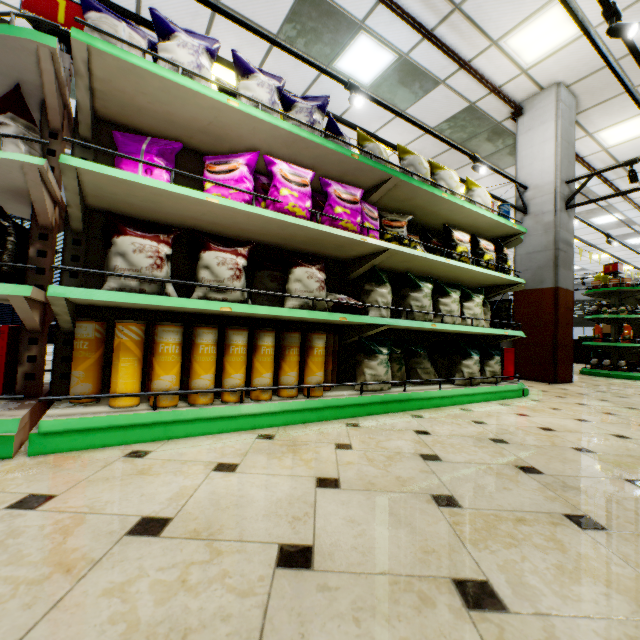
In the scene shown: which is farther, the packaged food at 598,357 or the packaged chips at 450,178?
the packaged food at 598,357

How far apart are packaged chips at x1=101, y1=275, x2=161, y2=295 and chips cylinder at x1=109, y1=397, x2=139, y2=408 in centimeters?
19cm

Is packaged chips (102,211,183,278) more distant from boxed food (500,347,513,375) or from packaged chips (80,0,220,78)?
boxed food (500,347,513,375)

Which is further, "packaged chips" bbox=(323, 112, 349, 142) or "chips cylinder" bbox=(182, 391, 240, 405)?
"packaged chips" bbox=(323, 112, 349, 142)

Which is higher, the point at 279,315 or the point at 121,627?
the point at 279,315

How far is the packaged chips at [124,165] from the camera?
1.86m

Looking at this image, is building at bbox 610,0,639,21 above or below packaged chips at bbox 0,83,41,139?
above

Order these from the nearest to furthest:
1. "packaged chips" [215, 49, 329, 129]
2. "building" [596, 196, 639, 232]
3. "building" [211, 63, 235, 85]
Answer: "packaged chips" [215, 49, 329, 129], "building" [211, 63, 235, 85], "building" [596, 196, 639, 232]
